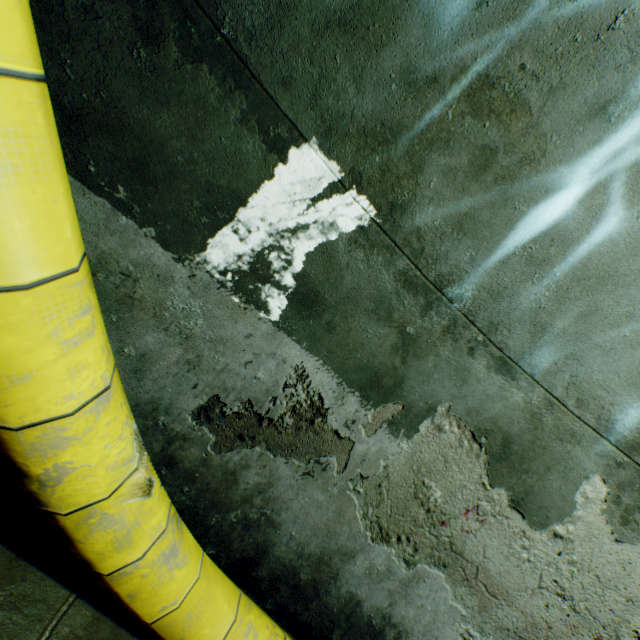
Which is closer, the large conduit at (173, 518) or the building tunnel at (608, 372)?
the large conduit at (173, 518)

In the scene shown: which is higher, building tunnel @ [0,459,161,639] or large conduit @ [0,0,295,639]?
large conduit @ [0,0,295,639]

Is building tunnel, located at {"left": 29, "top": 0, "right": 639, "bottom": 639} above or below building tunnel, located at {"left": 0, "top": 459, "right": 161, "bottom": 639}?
above

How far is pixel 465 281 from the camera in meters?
2.1 m

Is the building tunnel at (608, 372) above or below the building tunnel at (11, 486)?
above

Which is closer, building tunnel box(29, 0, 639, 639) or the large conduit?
the large conduit
